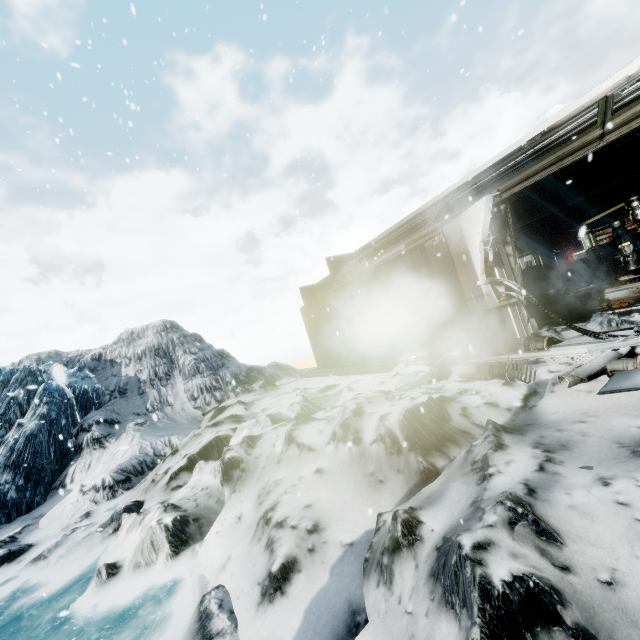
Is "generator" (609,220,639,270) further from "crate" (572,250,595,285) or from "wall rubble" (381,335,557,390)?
"wall rubble" (381,335,557,390)

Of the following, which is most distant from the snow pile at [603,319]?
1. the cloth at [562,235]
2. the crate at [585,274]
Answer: the cloth at [562,235]

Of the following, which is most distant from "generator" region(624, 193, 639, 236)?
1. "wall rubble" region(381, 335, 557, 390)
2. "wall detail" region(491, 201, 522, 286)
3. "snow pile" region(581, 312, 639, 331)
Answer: "wall rubble" region(381, 335, 557, 390)

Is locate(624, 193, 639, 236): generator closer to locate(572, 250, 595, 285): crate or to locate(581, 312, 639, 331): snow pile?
locate(572, 250, 595, 285): crate

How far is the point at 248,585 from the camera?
3.38m

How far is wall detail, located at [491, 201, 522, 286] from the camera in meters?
6.1 m

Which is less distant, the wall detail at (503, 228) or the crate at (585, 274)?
the wall detail at (503, 228)

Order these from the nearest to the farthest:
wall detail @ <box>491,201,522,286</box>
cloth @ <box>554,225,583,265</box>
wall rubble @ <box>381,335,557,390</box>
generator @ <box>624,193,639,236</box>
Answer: wall rubble @ <box>381,335,557,390</box>, wall detail @ <box>491,201,522,286</box>, generator @ <box>624,193,639,236</box>, cloth @ <box>554,225,583,265</box>
